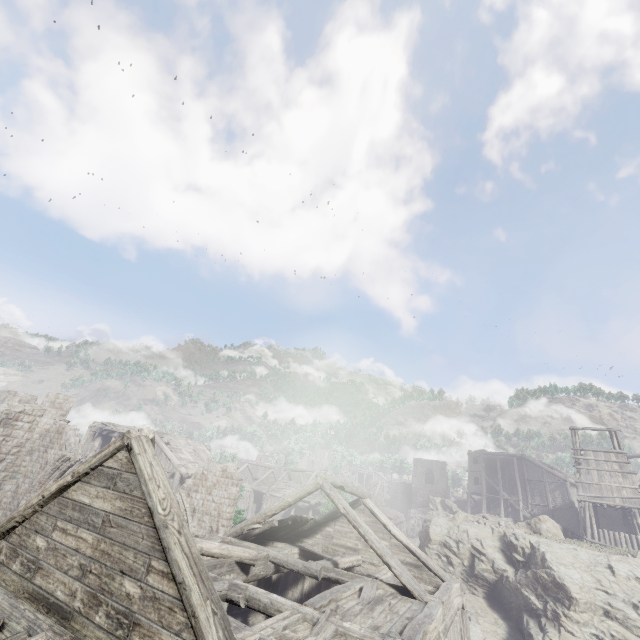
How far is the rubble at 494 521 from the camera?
23.17m

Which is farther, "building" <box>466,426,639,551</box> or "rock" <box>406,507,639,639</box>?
"building" <box>466,426,639,551</box>

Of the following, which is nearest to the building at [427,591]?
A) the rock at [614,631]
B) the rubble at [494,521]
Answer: the rock at [614,631]

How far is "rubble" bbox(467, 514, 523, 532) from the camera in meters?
23.2

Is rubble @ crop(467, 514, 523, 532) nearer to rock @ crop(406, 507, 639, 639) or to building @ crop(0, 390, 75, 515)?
rock @ crop(406, 507, 639, 639)

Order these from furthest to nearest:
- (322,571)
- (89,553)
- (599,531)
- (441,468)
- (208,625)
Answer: (441,468), (599,531), (322,571), (89,553), (208,625)
